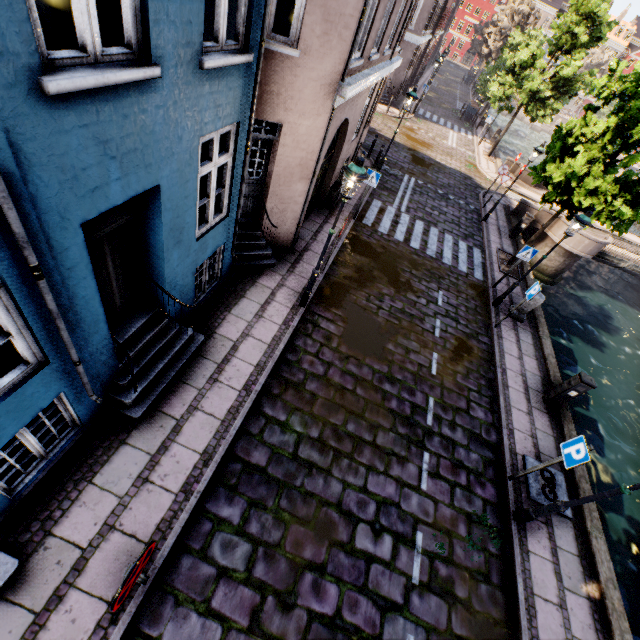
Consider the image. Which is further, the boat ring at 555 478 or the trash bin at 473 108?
the trash bin at 473 108

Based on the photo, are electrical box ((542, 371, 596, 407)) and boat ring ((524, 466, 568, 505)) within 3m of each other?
yes

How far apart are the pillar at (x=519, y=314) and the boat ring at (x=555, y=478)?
5.2m

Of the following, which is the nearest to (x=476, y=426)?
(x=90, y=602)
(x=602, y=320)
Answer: (x=90, y=602)

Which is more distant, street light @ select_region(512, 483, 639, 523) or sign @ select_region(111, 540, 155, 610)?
street light @ select_region(512, 483, 639, 523)

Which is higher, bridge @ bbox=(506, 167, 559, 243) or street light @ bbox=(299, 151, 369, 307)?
street light @ bbox=(299, 151, 369, 307)

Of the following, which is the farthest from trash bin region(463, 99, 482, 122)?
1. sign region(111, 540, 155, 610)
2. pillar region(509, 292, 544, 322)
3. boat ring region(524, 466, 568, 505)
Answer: sign region(111, 540, 155, 610)

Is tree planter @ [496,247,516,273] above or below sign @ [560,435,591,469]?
below
